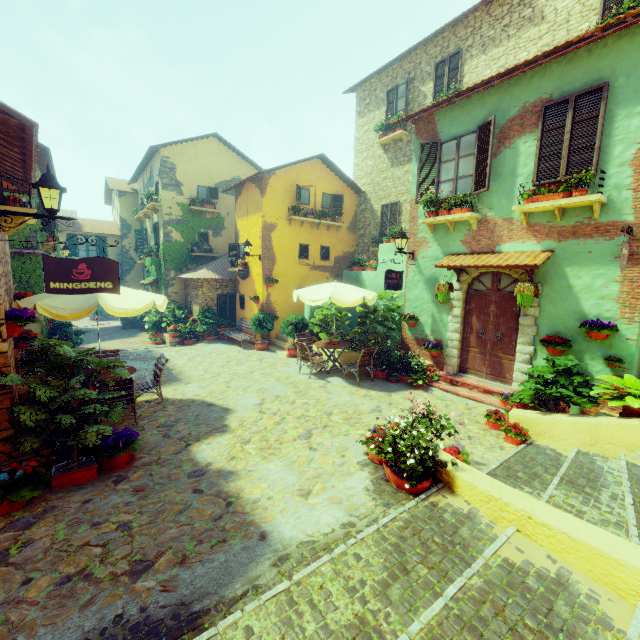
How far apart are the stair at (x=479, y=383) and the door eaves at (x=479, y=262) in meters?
2.5

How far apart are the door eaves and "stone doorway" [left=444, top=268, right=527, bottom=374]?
0.0 meters

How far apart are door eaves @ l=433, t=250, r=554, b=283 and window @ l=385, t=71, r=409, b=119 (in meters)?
8.15

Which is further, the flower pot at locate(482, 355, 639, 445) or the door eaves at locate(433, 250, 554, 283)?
the door eaves at locate(433, 250, 554, 283)

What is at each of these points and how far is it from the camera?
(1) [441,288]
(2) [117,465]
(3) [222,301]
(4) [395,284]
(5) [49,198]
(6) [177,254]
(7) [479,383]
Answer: (1) flower pot, 8.4 meters
(2) flower pot, 5.1 meters
(3) window, 16.6 meters
(4) sign post, 9.3 meters
(5) street light, 4.6 meters
(6) vines, 17.4 meters
(7) stair, 8.3 meters

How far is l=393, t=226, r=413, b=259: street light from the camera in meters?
9.3 m

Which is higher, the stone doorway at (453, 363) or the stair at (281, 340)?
the stone doorway at (453, 363)

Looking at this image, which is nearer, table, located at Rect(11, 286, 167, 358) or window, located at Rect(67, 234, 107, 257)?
table, located at Rect(11, 286, 167, 358)
